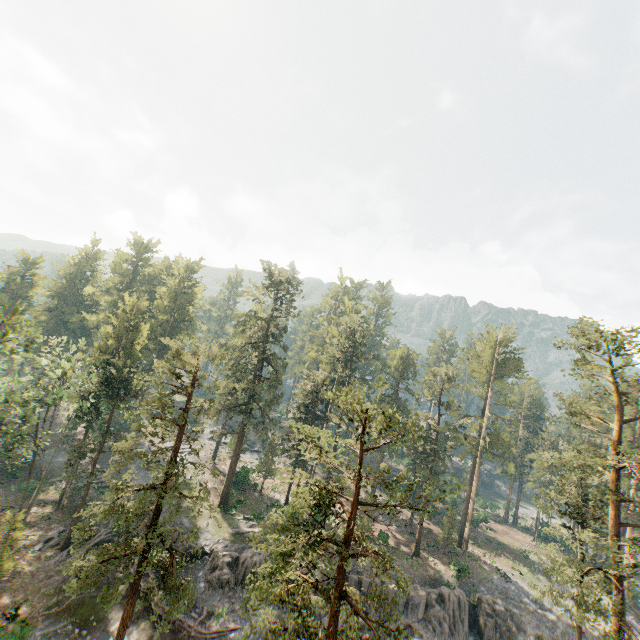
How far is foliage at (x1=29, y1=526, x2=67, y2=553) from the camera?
31.5m

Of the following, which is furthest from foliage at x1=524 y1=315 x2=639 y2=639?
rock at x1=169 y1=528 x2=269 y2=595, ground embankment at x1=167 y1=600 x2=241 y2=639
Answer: ground embankment at x1=167 y1=600 x2=241 y2=639

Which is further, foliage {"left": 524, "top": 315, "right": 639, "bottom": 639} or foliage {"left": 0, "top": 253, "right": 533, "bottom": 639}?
foliage {"left": 524, "top": 315, "right": 639, "bottom": 639}

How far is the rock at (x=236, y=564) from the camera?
29.4m

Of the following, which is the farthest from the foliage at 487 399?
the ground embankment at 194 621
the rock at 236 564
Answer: the ground embankment at 194 621

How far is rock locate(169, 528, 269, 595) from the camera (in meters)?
29.39

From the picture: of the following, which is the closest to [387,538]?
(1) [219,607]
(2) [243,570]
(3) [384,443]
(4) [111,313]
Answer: (2) [243,570]

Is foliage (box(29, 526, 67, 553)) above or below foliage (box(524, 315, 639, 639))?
below
